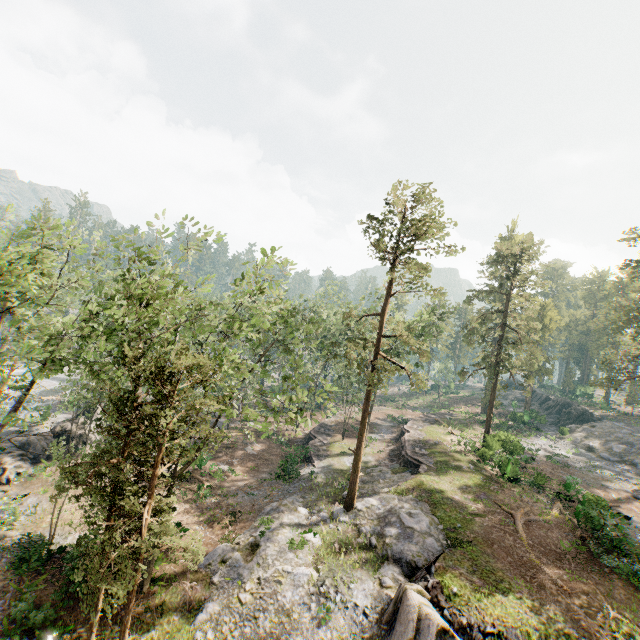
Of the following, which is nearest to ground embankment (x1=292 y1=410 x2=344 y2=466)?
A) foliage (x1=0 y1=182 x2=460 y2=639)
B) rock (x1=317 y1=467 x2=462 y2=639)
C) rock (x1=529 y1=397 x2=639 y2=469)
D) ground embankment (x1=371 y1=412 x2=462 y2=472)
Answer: foliage (x1=0 y1=182 x2=460 y2=639)

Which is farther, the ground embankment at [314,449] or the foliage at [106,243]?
→ the ground embankment at [314,449]

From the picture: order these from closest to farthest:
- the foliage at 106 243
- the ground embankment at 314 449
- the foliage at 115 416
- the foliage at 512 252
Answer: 1. the foliage at 115 416
2. the foliage at 106 243
3. the foliage at 512 252
4. the ground embankment at 314 449

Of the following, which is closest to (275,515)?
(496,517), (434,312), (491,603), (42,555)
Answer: (42,555)

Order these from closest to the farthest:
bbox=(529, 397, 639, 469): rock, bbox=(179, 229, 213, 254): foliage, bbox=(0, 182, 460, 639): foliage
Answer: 1. bbox=(0, 182, 460, 639): foliage
2. bbox=(179, 229, 213, 254): foliage
3. bbox=(529, 397, 639, 469): rock

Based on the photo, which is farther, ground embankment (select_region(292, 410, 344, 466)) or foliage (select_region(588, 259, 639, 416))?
ground embankment (select_region(292, 410, 344, 466))

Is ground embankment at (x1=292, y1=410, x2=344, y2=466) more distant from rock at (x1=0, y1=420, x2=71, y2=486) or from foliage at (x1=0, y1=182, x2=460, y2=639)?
rock at (x1=0, y1=420, x2=71, y2=486)

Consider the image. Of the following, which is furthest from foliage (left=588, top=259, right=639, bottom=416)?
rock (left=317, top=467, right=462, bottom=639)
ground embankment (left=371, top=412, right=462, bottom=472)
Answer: ground embankment (left=371, top=412, right=462, bottom=472)
